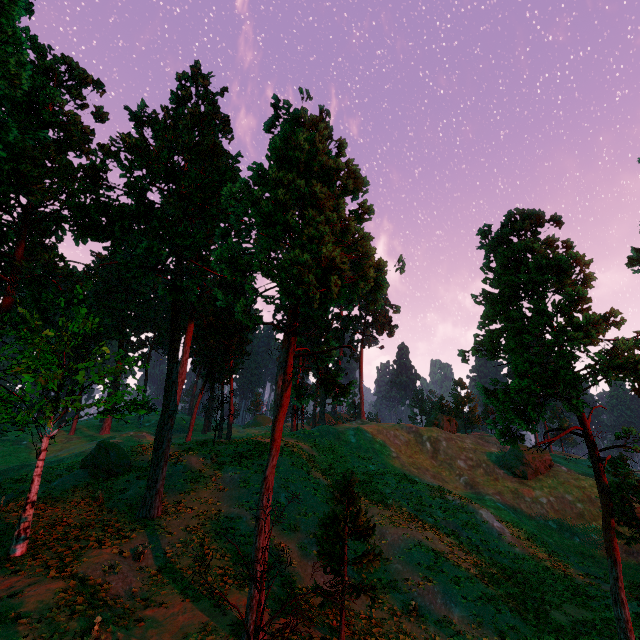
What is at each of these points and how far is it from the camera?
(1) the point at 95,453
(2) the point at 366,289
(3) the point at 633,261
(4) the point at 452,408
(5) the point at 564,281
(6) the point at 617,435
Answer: (1) treerock, 25.6 meters
(2) treerock, 12.3 meters
(3) treerock, 25.5 meters
(4) treerock, 58.3 meters
(5) treerock, 16.0 meters
(6) treerock, 15.7 meters

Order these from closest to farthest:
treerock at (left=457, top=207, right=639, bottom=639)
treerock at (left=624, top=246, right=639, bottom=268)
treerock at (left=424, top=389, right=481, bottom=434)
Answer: treerock at (left=457, top=207, right=639, bottom=639)
treerock at (left=624, top=246, right=639, bottom=268)
treerock at (left=424, top=389, right=481, bottom=434)

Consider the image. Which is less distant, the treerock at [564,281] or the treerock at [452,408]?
the treerock at [564,281]

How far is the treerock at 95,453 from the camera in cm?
2456

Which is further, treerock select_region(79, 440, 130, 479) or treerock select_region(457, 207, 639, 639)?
treerock select_region(79, 440, 130, 479)
